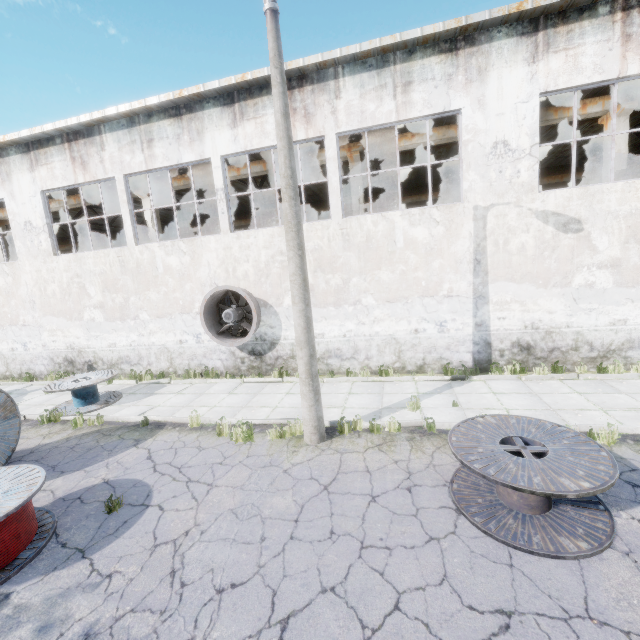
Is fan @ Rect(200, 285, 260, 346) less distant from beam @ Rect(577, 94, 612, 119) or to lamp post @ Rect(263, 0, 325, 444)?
lamp post @ Rect(263, 0, 325, 444)

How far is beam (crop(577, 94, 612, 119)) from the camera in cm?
1080

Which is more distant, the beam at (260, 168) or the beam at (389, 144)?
the beam at (260, 168)

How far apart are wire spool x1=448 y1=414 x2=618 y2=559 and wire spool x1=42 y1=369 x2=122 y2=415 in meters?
10.5 m

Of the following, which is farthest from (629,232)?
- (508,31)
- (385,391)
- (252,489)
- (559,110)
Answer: (252,489)

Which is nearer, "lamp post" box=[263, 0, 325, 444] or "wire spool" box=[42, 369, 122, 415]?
"lamp post" box=[263, 0, 325, 444]

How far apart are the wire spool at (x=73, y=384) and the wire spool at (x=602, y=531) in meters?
10.5

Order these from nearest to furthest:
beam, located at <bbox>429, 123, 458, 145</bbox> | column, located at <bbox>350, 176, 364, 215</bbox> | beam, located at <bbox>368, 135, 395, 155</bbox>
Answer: beam, located at <bbox>429, 123, 458, 145</bbox> → beam, located at <bbox>368, 135, 395, 155</bbox> → column, located at <bbox>350, 176, 364, 215</bbox>
